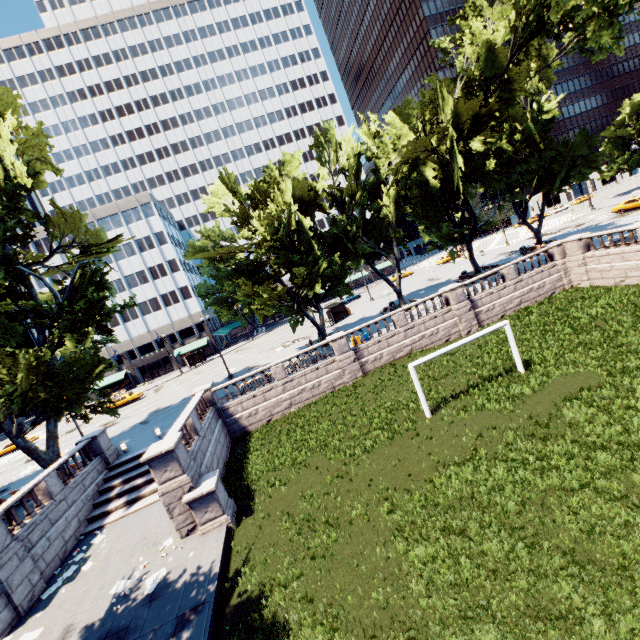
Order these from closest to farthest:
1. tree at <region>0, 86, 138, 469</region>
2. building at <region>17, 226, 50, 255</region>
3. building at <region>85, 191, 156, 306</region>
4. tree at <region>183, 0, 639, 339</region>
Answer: tree at <region>0, 86, 138, 469</region>
tree at <region>183, 0, 639, 339</region>
building at <region>17, 226, 50, 255</region>
building at <region>85, 191, 156, 306</region>

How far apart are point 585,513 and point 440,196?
30.0m

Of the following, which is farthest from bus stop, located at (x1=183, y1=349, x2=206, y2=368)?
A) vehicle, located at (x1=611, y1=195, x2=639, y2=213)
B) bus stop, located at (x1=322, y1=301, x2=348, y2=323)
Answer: vehicle, located at (x1=611, y1=195, x2=639, y2=213)

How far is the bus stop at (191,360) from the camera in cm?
5594

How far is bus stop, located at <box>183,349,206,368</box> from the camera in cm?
5594

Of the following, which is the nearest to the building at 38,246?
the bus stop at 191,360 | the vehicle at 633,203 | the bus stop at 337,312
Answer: the bus stop at 191,360

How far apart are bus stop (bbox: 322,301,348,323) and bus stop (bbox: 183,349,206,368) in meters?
25.5 m

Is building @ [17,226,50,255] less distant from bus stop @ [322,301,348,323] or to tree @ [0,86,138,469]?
tree @ [0,86,138,469]
